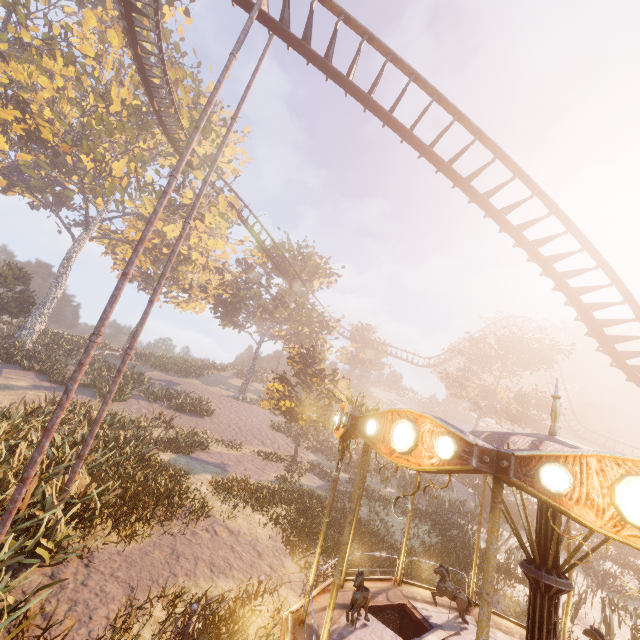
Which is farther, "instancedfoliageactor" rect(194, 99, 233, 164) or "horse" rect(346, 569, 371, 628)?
"instancedfoliageactor" rect(194, 99, 233, 164)

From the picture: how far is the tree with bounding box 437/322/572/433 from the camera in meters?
30.0

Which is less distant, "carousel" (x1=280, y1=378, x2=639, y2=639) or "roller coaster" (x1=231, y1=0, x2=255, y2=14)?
"carousel" (x1=280, y1=378, x2=639, y2=639)

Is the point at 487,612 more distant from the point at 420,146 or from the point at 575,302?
the point at 575,302

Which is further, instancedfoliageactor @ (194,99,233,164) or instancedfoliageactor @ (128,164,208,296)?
instancedfoliageactor @ (194,99,233,164)

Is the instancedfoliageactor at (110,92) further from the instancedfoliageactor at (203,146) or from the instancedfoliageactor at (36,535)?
the instancedfoliageactor at (36,535)

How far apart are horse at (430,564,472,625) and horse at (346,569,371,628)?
2.0m

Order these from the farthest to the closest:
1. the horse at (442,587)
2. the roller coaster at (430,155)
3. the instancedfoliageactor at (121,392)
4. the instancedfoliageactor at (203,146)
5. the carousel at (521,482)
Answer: the instancedfoliageactor at (203,146)
the instancedfoliageactor at (121,392)
the roller coaster at (430,155)
the horse at (442,587)
the carousel at (521,482)
